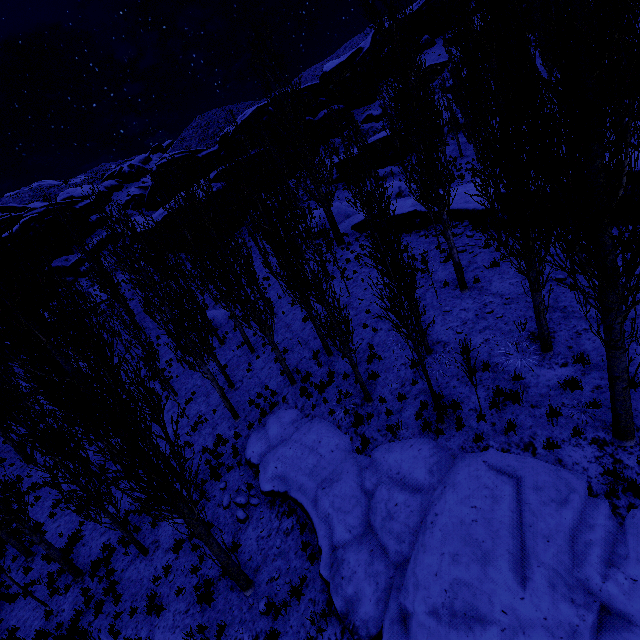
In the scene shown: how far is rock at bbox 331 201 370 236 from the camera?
24.6 meters

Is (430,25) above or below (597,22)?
above

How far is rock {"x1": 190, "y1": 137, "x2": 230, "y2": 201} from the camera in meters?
39.9

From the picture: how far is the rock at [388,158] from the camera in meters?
36.7

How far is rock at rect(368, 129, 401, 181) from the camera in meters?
36.7 m

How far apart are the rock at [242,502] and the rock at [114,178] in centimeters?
6054cm

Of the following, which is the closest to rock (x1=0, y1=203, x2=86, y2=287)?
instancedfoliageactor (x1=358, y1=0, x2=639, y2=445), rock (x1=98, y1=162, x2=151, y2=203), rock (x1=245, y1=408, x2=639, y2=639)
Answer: instancedfoliageactor (x1=358, y1=0, x2=639, y2=445)

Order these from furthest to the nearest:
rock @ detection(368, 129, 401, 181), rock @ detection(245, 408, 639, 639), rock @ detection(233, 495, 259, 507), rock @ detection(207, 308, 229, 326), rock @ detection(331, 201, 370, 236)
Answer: rock @ detection(368, 129, 401, 181) < rock @ detection(207, 308, 229, 326) < rock @ detection(331, 201, 370, 236) < rock @ detection(233, 495, 259, 507) < rock @ detection(245, 408, 639, 639)
